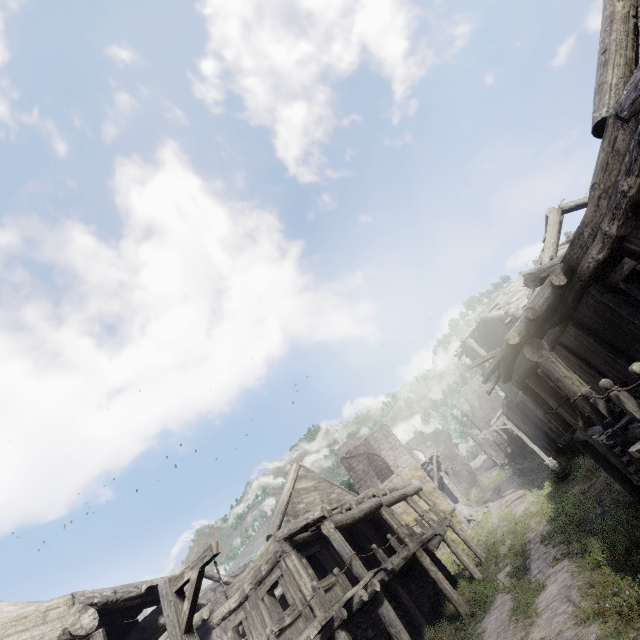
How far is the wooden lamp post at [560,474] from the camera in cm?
2011

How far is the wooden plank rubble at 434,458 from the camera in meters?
28.7 m

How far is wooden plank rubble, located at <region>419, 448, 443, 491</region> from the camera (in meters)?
28.72

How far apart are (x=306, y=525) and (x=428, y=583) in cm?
941

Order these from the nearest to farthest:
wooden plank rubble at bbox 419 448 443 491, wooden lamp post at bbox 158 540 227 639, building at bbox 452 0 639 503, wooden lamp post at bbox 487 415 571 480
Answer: building at bbox 452 0 639 503 < wooden lamp post at bbox 158 540 227 639 < wooden lamp post at bbox 487 415 571 480 < wooden plank rubble at bbox 419 448 443 491

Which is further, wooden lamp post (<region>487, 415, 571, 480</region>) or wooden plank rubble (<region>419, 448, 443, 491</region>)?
wooden plank rubble (<region>419, 448, 443, 491</region>)

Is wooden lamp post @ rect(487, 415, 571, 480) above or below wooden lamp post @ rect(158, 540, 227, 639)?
below

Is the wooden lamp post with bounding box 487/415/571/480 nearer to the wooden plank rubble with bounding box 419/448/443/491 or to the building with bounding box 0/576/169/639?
the building with bounding box 0/576/169/639
